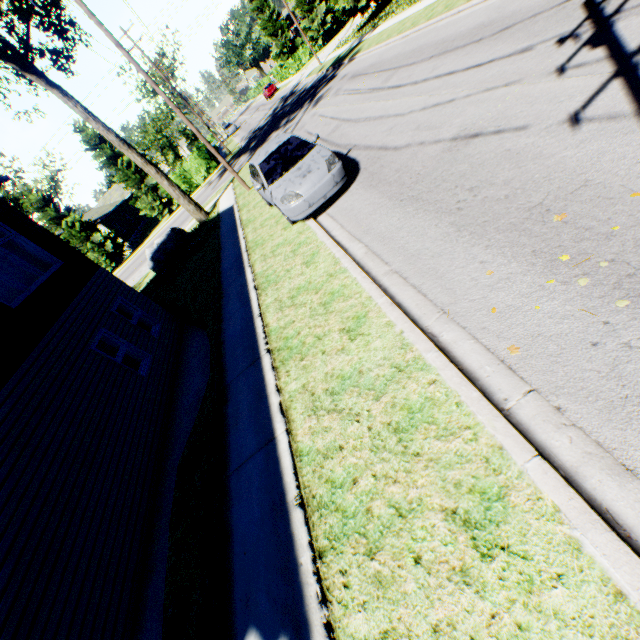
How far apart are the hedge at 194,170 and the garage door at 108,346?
25.4 meters

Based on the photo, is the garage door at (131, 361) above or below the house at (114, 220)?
below

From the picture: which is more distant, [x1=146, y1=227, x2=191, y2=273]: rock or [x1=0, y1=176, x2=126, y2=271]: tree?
[x1=0, y1=176, x2=126, y2=271]: tree

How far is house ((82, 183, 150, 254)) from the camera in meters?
38.6

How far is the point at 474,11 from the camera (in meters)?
10.45

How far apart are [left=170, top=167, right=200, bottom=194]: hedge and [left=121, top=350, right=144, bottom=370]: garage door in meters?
25.4

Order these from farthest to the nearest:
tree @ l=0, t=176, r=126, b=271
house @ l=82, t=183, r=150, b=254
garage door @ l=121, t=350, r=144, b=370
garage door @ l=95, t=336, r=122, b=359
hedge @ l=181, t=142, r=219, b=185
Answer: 1. house @ l=82, t=183, r=150, b=254
2. hedge @ l=181, t=142, r=219, b=185
3. tree @ l=0, t=176, r=126, b=271
4. garage door @ l=121, t=350, r=144, b=370
5. garage door @ l=95, t=336, r=122, b=359

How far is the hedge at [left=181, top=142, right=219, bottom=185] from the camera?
32.28m
